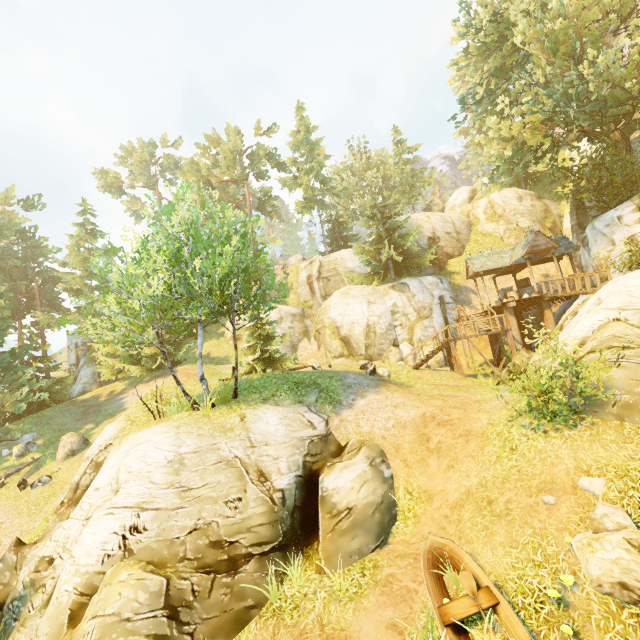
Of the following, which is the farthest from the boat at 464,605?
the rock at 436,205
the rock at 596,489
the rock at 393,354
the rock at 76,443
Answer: the rock at 436,205

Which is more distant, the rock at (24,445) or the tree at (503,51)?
the rock at (24,445)

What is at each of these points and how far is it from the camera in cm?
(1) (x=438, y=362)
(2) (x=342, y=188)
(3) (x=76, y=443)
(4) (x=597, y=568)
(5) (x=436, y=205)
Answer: (1) rock, 2519
(2) tree, 3928
(3) rock, 2039
(4) rock, 604
(5) rock, 5462

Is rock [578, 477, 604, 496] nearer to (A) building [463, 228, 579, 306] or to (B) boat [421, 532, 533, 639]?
(B) boat [421, 532, 533, 639]

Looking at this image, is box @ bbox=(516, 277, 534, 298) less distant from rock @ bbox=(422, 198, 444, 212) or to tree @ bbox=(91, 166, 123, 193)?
tree @ bbox=(91, 166, 123, 193)

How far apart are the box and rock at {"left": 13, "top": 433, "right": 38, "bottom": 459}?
37.07m

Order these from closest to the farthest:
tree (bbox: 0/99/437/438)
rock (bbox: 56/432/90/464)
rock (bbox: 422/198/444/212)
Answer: tree (bbox: 0/99/437/438), rock (bbox: 56/432/90/464), rock (bbox: 422/198/444/212)

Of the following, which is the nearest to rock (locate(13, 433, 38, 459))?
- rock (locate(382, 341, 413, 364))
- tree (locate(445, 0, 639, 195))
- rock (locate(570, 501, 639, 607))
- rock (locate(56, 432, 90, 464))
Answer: tree (locate(445, 0, 639, 195))
